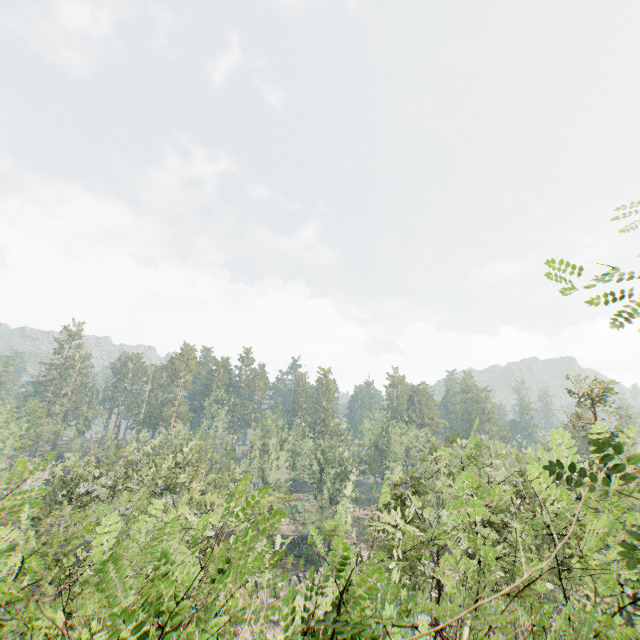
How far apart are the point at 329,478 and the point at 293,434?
10.22m
